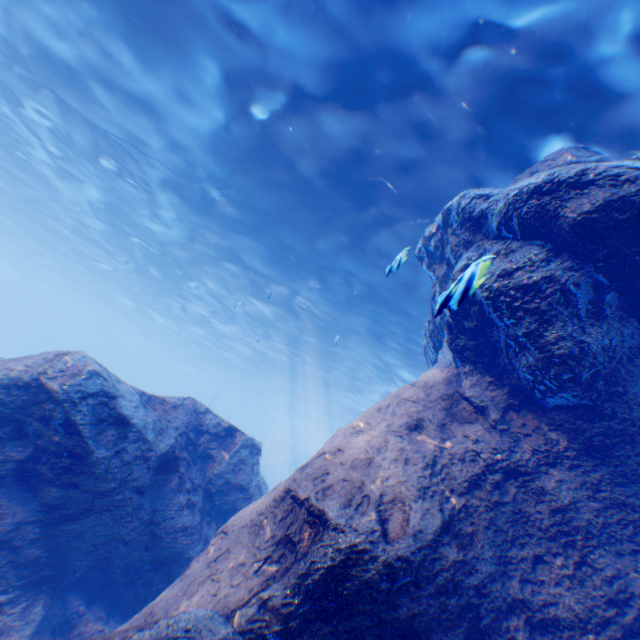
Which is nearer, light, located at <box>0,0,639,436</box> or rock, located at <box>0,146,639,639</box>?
rock, located at <box>0,146,639,639</box>

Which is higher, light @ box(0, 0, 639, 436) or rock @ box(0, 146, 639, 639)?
light @ box(0, 0, 639, 436)

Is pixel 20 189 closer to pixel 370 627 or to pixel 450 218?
pixel 450 218

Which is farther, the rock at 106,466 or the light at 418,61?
the light at 418,61

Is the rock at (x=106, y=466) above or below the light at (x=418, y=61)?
below
